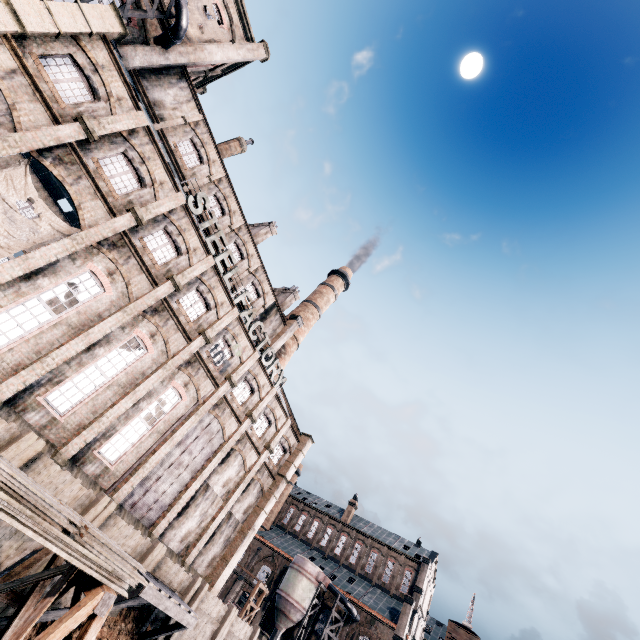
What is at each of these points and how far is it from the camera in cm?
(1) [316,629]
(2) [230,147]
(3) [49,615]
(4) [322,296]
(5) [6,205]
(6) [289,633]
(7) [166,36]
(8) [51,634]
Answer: (1) building, 4444
(2) chimney, 3269
(3) wooden scaffolding, 1402
(4) chimney, 5016
(5) cloth, 1452
(6) building, 4469
(7) silo, 2220
(8) wooden support structure, 883

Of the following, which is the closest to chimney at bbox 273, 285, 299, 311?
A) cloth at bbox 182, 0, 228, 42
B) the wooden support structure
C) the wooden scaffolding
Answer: cloth at bbox 182, 0, 228, 42

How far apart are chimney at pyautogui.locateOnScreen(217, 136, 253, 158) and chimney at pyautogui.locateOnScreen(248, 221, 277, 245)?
7.5m

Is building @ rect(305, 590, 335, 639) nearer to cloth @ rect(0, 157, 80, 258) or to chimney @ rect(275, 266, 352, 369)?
chimney @ rect(275, 266, 352, 369)

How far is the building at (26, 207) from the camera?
28.8 meters

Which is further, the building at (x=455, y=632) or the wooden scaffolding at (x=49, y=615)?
the building at (x=455, y=632)

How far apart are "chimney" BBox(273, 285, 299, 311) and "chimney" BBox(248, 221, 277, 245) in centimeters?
755cm

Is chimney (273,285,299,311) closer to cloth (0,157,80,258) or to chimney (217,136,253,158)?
chimney (217,136,253,158)
